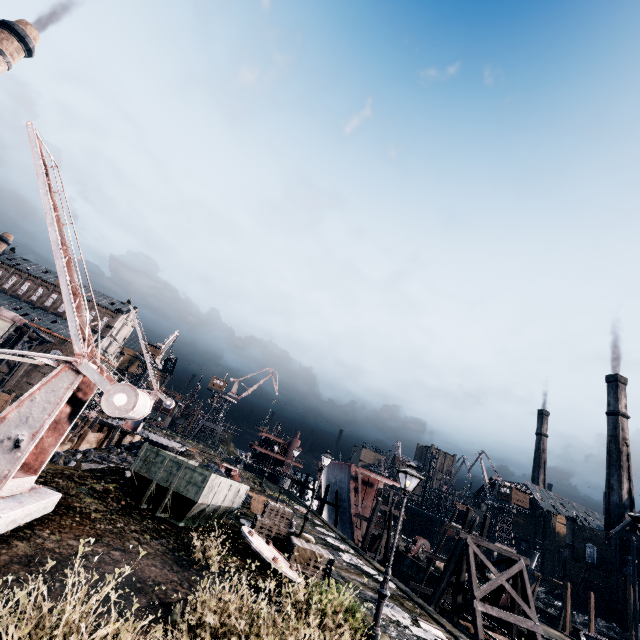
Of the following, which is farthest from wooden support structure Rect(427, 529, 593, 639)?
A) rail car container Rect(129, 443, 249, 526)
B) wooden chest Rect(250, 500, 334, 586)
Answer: rail car container Rect(129, 443, 249, 526)

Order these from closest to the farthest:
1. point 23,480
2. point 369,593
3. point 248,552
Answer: point 23,480 → point 248,552 → point 369,593

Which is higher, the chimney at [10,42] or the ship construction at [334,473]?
the chimney at [10,42]

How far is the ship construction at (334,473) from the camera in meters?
36.4 m

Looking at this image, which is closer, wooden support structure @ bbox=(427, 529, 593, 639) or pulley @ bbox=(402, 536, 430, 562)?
wooden support structure @ bbox=(427, 529, 593, 639)

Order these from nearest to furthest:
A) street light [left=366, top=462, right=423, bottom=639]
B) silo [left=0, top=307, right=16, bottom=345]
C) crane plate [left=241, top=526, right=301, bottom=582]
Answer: street light [left=366, top=462, right=423, bottom=639] → crane plate [left=241, top=526, right=301, bottom=582] → silo [left=0, top=307, right=16, bottom=345]

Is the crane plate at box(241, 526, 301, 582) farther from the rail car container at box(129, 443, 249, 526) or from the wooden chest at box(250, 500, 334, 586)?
the rail car container at box(129, 443, 249, 526)

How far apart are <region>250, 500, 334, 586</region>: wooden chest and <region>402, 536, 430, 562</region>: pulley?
30.8 meters
